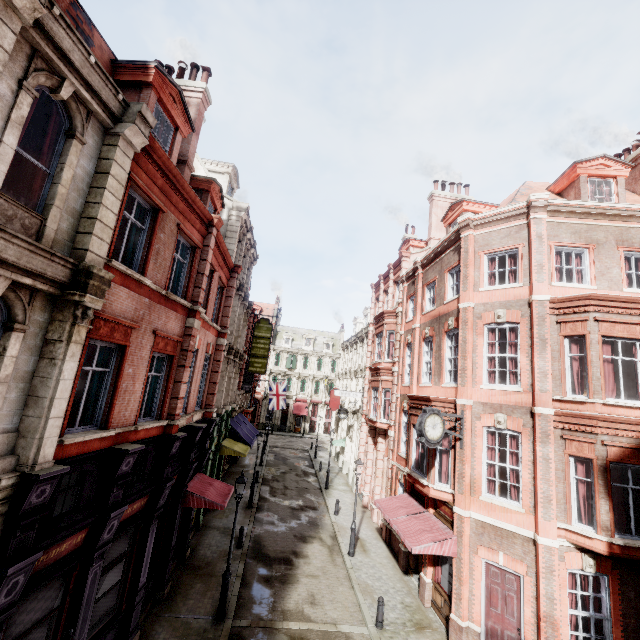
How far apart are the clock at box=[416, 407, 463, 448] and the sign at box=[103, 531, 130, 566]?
9.8m

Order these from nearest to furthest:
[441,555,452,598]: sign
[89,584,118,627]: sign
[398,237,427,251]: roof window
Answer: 1. [89,584,118,627]: sign
2. [441,555,452,598]: sign
3. [398,237,427,251]: roof window

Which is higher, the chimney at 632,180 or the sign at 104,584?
the chimney at 632,180

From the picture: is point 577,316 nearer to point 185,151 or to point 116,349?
point 116,349

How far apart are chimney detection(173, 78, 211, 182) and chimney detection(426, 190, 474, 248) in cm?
1564

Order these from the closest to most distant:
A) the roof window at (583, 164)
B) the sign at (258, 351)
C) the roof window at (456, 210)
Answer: the roof window at (583, 164) → the roof window at (456, 210) → the sign at (258, 351)

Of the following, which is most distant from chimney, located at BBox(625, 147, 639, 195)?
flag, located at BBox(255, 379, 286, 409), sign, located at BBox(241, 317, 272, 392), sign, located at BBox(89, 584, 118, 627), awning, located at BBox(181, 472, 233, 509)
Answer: flag, located at BBox(255, 379, 286, 409)

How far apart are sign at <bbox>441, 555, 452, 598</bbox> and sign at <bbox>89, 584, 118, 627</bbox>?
11.56m
